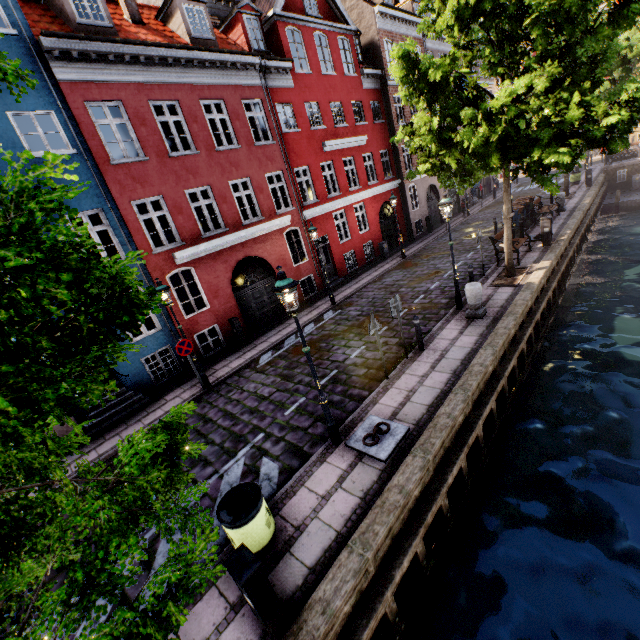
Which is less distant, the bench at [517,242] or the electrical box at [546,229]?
the bench at [517,242]

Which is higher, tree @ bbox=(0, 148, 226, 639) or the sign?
tree @ bbox=(0, 148, 226, 639)

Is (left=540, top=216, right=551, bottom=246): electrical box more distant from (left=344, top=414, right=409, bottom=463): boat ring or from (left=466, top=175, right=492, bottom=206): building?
(left=344, top=414, right=409, bottom=463): boat ring

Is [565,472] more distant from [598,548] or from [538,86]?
[538,86]

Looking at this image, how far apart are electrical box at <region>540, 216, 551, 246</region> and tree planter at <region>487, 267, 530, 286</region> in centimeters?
297cm

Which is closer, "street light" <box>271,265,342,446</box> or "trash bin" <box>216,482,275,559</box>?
"trash bin" <box>216,482,275,559</box>

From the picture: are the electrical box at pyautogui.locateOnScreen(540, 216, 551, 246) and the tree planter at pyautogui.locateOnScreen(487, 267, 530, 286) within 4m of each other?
yes

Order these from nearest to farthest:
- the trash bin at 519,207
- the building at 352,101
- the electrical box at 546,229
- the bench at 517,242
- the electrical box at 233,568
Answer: the electrical box at 233,568
the building at 352,101
the bench at 517,242
the electrical box at 546,229
the trash bin at 519,207
